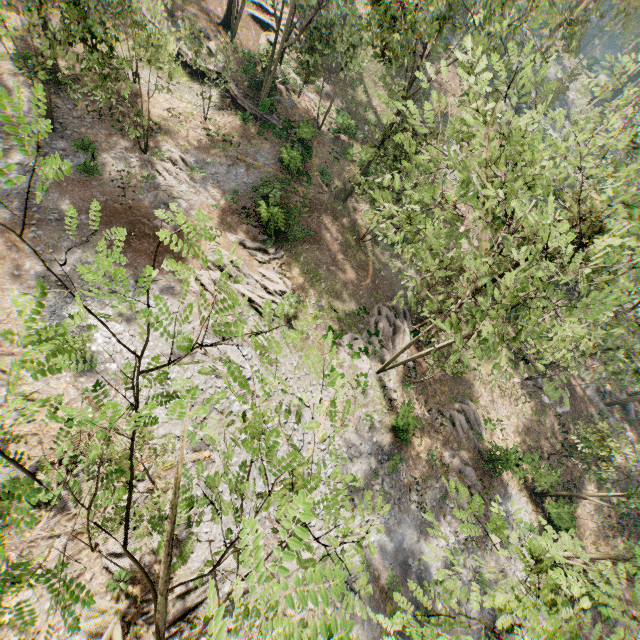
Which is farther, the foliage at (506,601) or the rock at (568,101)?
the rock at (568,101)

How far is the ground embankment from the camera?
29.4 meters

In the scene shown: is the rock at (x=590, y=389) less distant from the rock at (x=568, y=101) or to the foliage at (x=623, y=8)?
the foliage at (x=623, y=8)

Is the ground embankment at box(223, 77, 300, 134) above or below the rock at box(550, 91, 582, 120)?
below

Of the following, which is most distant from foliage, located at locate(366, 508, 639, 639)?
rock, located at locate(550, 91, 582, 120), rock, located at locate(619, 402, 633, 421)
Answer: rock, located at locate(619, 402, 633, 421)

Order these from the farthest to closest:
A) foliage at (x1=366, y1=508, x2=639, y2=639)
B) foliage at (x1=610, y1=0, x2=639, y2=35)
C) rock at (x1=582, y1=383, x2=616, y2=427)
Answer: foliage at (x1=610, y1=0, x2=639, y2=35)
rock at (x1=582, y1=383, x2=616, y2=427)
foliage at (x1=366, y1=508, x2=639, y2=639)

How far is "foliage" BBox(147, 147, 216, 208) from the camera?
24.0 meters

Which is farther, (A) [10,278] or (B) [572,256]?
(A) [10,278]
